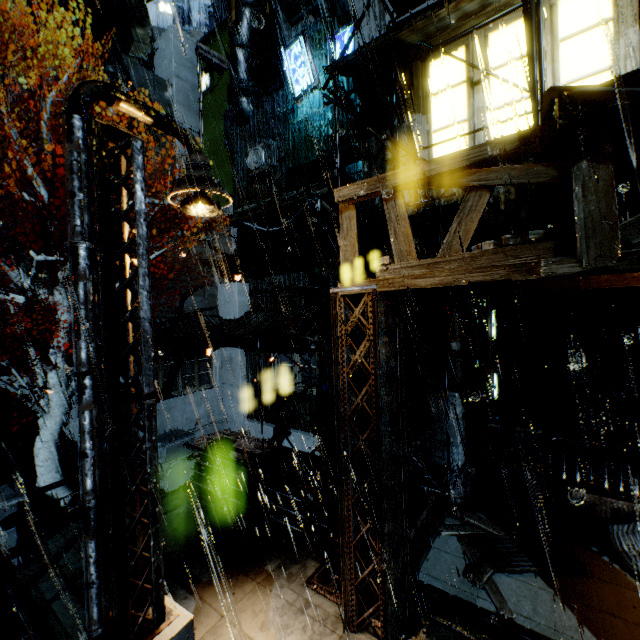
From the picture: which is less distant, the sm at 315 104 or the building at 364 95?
the building at 364 95

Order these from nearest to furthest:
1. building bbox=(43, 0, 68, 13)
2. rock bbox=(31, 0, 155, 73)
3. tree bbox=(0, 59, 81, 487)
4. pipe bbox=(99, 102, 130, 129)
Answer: tree bbox=(0, 59, 81, 487), building bbox=(43, 0, 68, 13), pipe bbox=(99, 102, 130, 129), rock bbox=(31, 0, 155, 73)

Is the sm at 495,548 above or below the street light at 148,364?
below

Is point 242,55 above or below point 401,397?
above

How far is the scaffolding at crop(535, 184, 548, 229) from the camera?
4.4 meters

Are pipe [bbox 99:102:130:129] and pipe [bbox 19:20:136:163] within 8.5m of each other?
yes

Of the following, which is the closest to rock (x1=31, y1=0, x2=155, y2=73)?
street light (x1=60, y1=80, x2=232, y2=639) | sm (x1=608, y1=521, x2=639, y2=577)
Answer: street light (x1=60, y1=80, x2=232, y2=639)

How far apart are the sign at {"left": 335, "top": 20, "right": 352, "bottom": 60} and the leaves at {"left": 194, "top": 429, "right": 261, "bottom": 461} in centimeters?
1569cm
